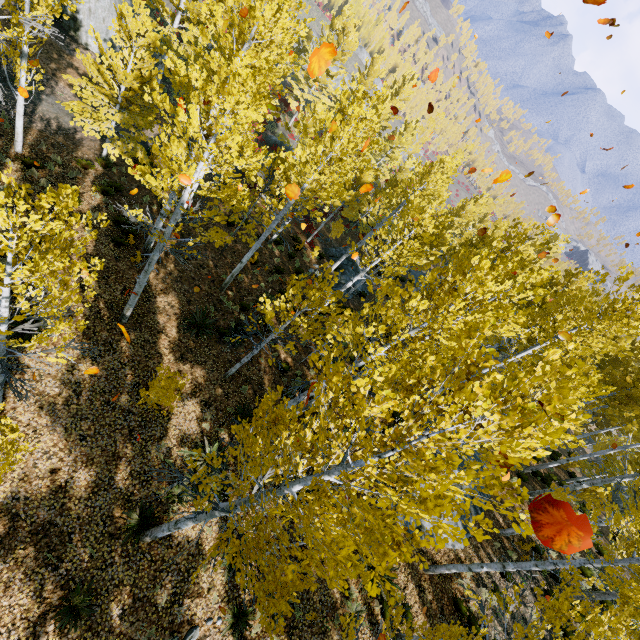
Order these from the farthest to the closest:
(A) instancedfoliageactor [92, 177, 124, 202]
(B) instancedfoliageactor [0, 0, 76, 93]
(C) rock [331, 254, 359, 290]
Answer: (C) rock [331, 254, 359, 290] < (A) instancedfoliageactor [92, 177, 124, 202] < (B) instancedfoliageactor [0, 0, 76, 93]

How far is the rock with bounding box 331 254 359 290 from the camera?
21.9m

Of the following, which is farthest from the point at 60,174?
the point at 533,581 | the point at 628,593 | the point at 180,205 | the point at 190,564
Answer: the point at 533,581

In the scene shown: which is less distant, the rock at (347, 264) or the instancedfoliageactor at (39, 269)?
the instancedfoliageactor at (39, 269)

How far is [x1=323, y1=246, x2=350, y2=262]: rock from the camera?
24.4 meters

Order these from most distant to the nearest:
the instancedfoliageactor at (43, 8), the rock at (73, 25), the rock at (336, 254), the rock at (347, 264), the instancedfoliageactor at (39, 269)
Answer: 1. the rock at (336, 254)
2. the rock at (347, 264)
3. the rock at (73, 25)
4. the instancedfoliageactor at (43, 8)
5. the instancedfoliageactor at (39, 269)

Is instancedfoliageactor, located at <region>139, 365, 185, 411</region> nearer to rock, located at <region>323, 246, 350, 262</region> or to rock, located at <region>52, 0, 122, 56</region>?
rock, located at <region>323, 246, 350, 262</region>

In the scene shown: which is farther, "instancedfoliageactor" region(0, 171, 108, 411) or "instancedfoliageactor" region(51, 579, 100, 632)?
"instancedfoliageactor" region(51, 579, 100, 632)
